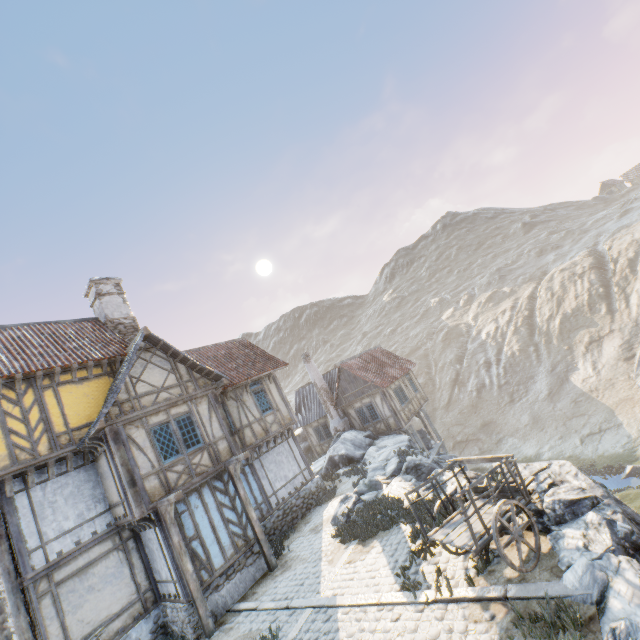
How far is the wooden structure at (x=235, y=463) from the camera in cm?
1158

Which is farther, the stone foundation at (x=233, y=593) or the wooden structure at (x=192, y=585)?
the stone foundation at (x=233, y=593)

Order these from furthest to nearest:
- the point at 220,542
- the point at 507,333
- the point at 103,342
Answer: the point at 507,333, the point at 103,342, the point at 220,542

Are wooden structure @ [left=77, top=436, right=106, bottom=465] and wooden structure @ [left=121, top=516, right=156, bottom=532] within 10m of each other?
yes

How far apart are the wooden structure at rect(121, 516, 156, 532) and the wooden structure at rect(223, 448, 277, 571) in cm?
274

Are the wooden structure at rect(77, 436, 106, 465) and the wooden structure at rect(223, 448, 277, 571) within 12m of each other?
yes

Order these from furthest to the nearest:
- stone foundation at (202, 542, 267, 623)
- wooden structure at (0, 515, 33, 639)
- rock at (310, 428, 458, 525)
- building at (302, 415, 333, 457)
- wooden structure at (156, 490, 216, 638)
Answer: building at (302, 415, 333, 457) < rock at (310, 428, 458, 525) < stone foundation at (202, 542, 267, 623) < wooden structure at (156, 490, 216, 638) < wooden structure at (0, 515, 33, 639)

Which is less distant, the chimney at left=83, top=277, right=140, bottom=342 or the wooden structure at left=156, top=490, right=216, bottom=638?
the wooden structure at left=156, top=490, right=216, bottom=638
